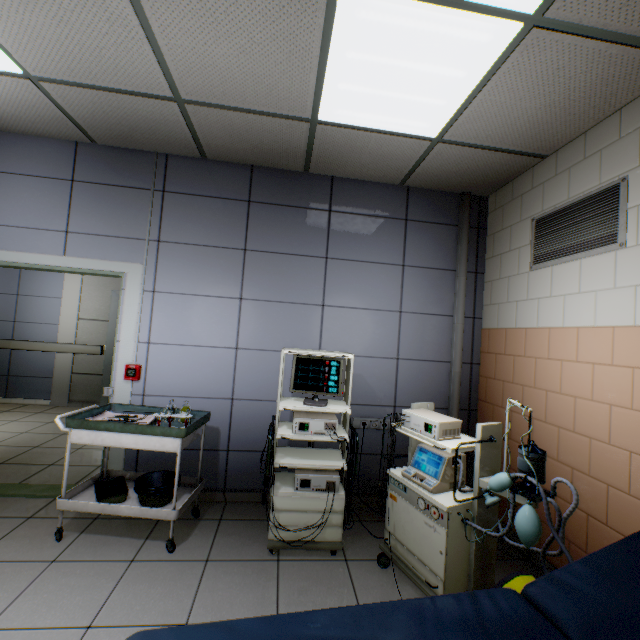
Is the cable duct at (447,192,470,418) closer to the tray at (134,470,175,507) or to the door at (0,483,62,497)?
the tray at (134,470,175,507)

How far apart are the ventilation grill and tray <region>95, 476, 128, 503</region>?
3.8m

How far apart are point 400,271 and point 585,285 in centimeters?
152cm

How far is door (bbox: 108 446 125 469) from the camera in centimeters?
294cm

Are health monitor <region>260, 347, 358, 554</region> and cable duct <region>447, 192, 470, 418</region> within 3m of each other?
yes

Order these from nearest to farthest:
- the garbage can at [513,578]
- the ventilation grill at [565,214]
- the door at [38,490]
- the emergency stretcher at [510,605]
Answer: the emergency stretcher at [510,605]
the garbage can at [513,578]
the ventilation grill at [565,214]
the door at [38,490]

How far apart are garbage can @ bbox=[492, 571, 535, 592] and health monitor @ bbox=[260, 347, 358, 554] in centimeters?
101cm

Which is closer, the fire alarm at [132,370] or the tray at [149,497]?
the tray at [149,497]
